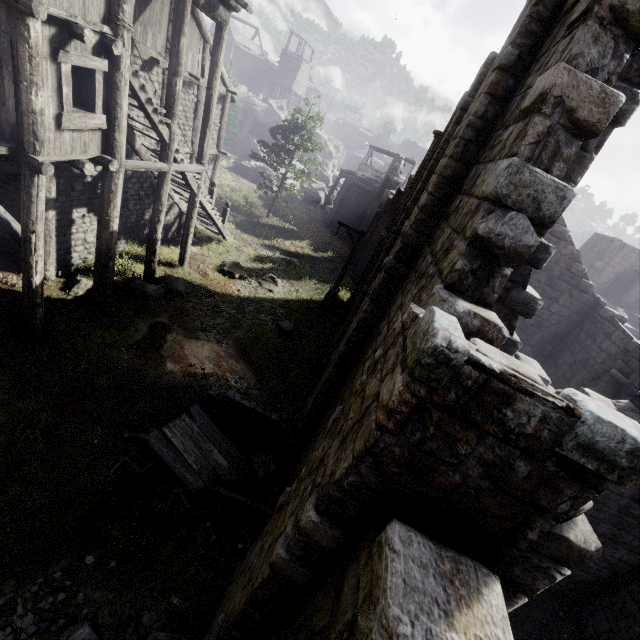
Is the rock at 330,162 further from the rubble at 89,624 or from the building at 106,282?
the rubble at 89,624

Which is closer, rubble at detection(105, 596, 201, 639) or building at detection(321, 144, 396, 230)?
rubble at detection(105, 596, 201, 639)

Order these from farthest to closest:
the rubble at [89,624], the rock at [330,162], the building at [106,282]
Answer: the rock at [330,162] → the building at [106,282] → the rubble at [89,624]

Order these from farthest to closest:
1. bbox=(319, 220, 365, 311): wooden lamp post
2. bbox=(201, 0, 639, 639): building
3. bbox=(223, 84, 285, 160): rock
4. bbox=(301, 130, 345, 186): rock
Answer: bbox=(301, 130, 345, 186): rock < bbox=(223, 84, 285, 160): rock < bbox=(319, 220, 365, 311): wooden lamp post < bbox=(201, 0, 639, 639): building

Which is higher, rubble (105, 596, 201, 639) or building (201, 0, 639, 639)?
building (201, 0, 639, 639)

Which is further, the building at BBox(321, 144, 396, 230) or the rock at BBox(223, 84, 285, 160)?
the rock at BBox(223, 84, 285, 160)

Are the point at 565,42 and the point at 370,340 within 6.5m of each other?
yes
